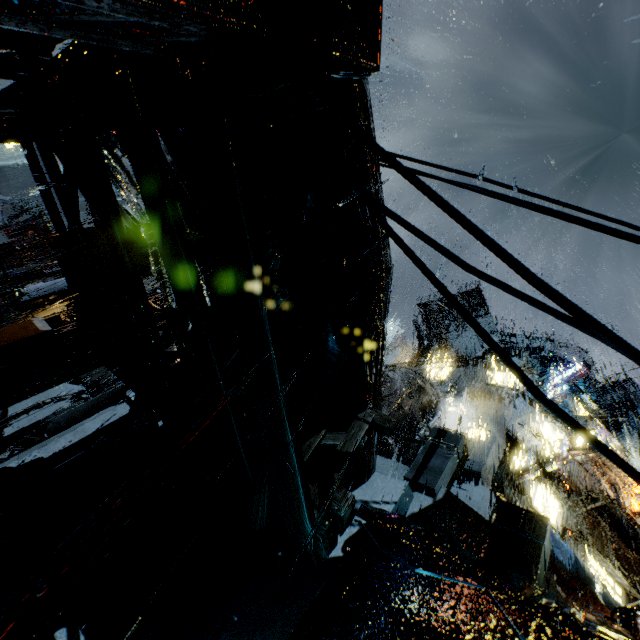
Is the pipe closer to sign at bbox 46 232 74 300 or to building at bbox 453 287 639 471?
building at bbox 453 287 639 471

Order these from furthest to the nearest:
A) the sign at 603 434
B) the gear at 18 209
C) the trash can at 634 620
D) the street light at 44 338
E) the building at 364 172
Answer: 1. the gear at 18 209
2. the sign at 603 434
3. the street light at 44 338
4. the trash can at 634 620
5. the building at 364 172

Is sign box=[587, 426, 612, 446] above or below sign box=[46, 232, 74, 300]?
above

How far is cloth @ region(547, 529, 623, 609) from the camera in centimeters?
1309cm

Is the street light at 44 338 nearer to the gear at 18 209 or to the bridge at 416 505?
the bridge at 416 505

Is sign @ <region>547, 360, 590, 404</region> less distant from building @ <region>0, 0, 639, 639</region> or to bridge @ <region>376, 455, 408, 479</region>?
building @ <region>0, 0, 639, 639</region>

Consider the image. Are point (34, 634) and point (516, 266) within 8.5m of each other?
no

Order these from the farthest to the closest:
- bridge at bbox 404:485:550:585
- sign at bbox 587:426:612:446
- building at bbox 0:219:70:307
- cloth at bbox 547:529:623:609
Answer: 1. building at bbox 0:219:70:307
2. sign at bbox 587:426:612:446
3. cloth at bbox 547:529:623:609
4. bridge at bbox 404:485:550:585
